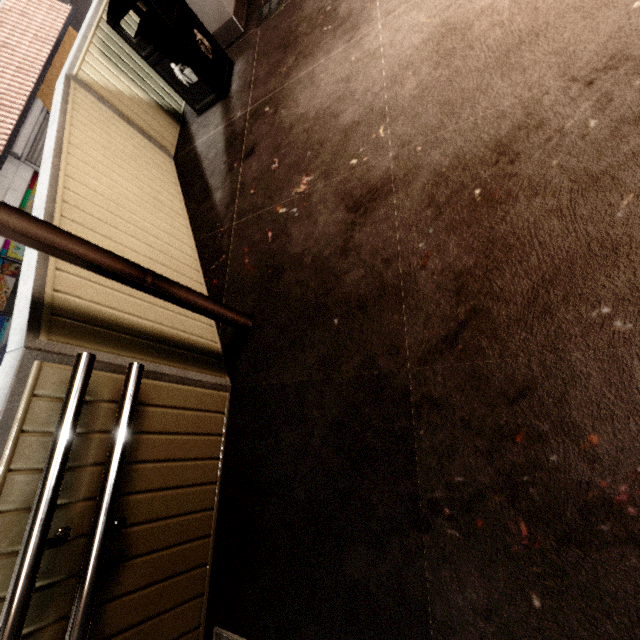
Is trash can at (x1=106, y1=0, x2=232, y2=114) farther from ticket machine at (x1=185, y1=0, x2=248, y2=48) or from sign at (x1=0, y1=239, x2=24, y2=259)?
sign at (x1=0, y1=239, x2=24, y2=259)

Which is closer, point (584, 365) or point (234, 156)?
point (584, 365)

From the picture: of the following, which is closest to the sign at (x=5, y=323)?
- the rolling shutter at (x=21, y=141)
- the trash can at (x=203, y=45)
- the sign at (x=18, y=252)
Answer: the sign at (x=18, y=252)

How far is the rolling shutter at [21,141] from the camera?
9.2 meters

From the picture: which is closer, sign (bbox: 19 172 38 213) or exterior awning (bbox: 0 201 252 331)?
exterior awning (bbox: 0 201 252 331)

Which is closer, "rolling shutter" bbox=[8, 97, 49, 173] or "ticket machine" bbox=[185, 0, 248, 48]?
"ticket machine" bbox=[185, 0, 248, 48]

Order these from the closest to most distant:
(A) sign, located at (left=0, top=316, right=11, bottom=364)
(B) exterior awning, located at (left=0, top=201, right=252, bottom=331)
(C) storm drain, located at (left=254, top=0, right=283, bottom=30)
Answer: (B) exterior awning, located at (left=0, top=201, right=252, bottom=331), (C) storm drain, located at (left=254, top=0, right=283, bottom=30), (A) sign, located at (left=0, top=316, right=11, bottom=364)

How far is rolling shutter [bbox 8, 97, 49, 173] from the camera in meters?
9.2
